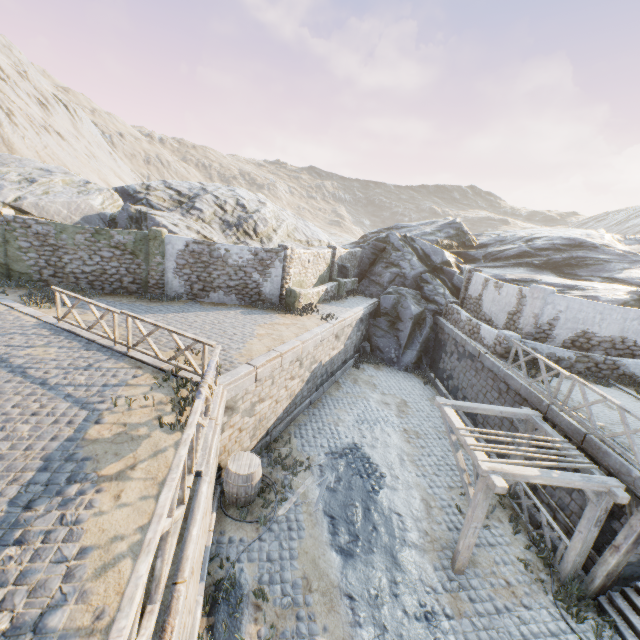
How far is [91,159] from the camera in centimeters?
4925cm

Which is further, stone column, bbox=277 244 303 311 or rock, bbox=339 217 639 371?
rock, bbox=339 217 639 371

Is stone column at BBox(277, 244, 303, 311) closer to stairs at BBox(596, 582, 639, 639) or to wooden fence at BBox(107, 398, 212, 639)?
wooden fence at BBox(107, 398, 212, 639)

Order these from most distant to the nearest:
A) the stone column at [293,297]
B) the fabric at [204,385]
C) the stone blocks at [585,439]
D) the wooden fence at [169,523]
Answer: the stone column at [293,297] < the stone blocks at [585,439] < the fabric at [204,385] < the wooden fence at [169,523]

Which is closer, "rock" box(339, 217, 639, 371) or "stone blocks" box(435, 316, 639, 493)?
"stone blocks" box(435, 316, 639, 493)

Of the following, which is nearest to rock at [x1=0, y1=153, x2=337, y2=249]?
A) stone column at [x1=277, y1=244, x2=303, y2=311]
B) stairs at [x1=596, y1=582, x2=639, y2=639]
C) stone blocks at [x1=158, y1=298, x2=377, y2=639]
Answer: stone blocks at [x1=158, y1=298, x2=377, y2=639]

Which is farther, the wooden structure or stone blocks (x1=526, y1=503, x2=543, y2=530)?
stone blocks (x1=526, y1=503, x2=543, y2=530)

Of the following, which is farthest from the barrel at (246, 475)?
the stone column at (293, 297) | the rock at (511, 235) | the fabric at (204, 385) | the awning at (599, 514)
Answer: the rock at (511, 235)
